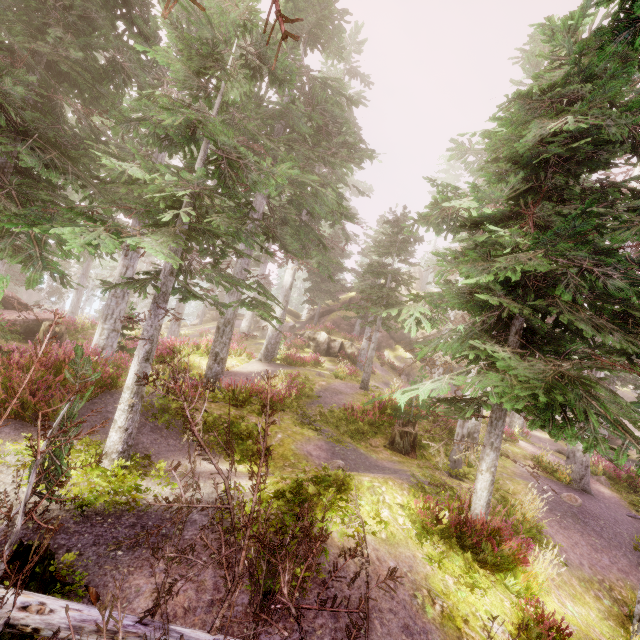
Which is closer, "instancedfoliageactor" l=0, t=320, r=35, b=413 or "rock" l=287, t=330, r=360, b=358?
"instancedfoliageactor" l=0, t=320, r=35, b=413

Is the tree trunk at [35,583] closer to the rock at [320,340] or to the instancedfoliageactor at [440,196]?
the instancedfoliageactor at [440,196]

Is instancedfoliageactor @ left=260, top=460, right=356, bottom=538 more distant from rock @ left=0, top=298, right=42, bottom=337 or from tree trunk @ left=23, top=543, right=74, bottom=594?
tree trunk @ left=23, top=543, right=74, bottom=594

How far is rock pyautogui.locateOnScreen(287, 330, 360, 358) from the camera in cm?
2756

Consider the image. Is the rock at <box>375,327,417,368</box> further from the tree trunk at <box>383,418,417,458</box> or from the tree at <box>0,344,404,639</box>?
the tree at <box>0,344,404,639</box>

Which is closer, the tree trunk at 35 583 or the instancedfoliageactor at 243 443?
the tree trunk at 35 583

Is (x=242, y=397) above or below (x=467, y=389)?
below

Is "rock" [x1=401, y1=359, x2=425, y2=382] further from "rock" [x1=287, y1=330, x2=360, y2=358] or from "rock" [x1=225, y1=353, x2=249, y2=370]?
"rock" [x1=225, y1=353, x2=249, y2=370]
